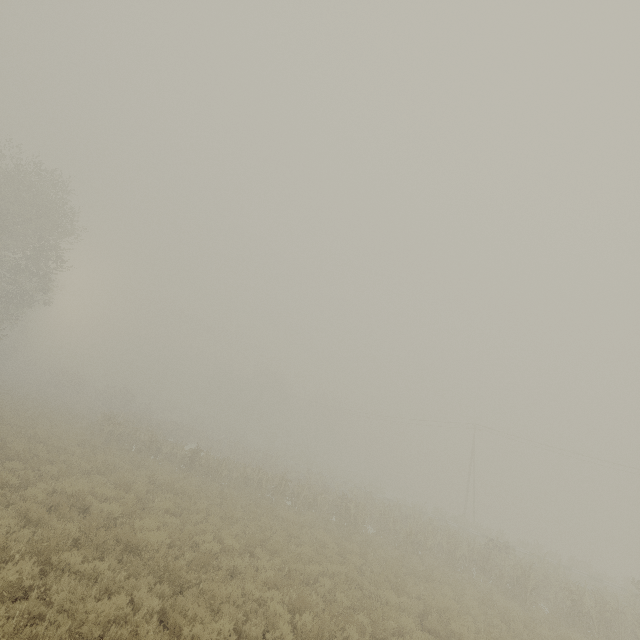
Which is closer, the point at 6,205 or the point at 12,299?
the point at 6,205

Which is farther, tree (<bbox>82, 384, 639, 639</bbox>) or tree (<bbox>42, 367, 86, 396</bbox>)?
tree (<bbox>42, 367, 86, 396</bbox>)

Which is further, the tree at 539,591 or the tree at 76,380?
the tree at 76,380

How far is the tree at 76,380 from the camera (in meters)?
47.81

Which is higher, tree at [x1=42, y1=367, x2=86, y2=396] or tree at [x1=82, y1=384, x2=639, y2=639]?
tree at [x1=42, y1=367, x2=86, y2=396]

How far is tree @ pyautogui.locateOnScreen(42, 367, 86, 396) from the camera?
47.8 meters
